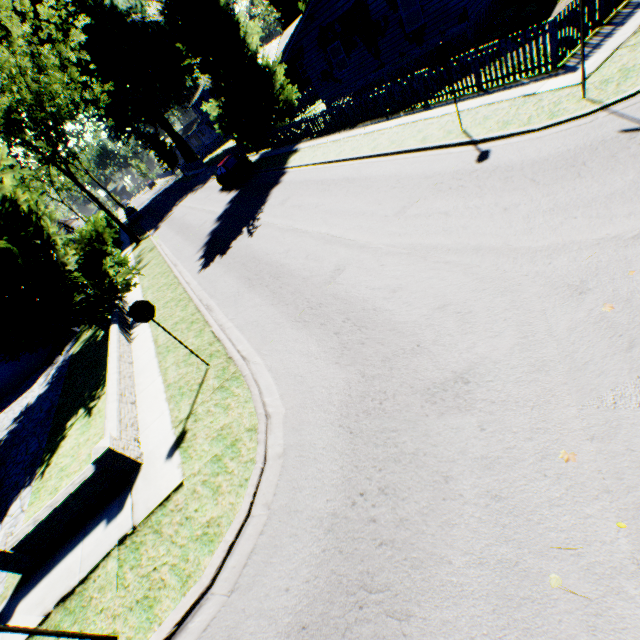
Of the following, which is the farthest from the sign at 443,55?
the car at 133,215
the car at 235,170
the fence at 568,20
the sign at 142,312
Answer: the car at 133,215

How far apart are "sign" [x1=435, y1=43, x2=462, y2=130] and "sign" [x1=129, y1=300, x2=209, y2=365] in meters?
9.7 m

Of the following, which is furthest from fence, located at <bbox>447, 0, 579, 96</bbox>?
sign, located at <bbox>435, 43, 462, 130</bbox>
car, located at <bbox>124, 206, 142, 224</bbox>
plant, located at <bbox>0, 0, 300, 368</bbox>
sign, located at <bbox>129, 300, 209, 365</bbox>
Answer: car, located at <bbox>124, 206, 142, 224</bbox>

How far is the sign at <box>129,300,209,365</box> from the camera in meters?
6.9 m

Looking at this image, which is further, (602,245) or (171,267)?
(171,267)

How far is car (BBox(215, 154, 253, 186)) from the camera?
23.5 meters

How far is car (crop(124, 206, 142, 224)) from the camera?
44.59m

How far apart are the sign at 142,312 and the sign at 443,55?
9.7m
